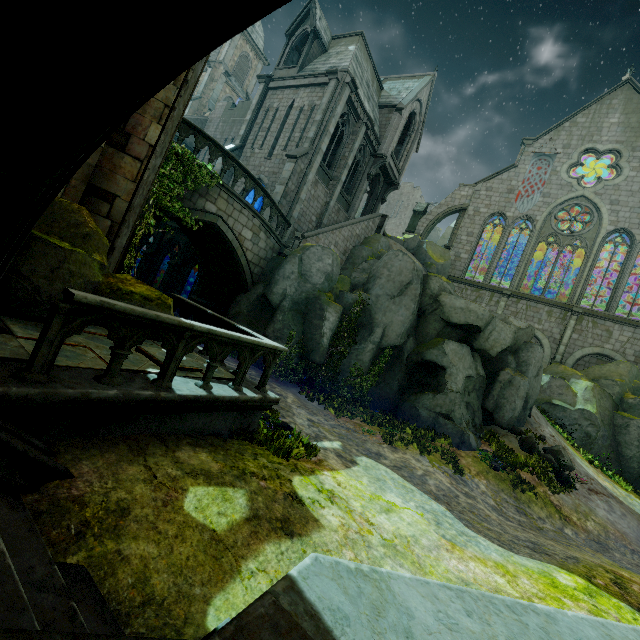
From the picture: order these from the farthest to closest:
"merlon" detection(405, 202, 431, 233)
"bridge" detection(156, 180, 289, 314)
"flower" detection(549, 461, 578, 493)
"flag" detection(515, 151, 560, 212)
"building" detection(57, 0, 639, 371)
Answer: "merlon" detection(405, 202, 431, 233) < "flag" detection(515, 151, 560, 212) < "flower" detection(549, 461, 578, 493) < "bridge" detection(156, 180, 289, 314) < "building" detection(57, 0, 639, 371)

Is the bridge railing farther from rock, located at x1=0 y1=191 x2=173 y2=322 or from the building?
rock, located at x1=0 y1=191 x2=173 y2=322

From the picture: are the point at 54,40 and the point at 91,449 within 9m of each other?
yes

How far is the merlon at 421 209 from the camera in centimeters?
3250cm

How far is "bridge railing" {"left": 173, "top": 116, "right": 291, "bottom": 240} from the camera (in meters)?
11.38

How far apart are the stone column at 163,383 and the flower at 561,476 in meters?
16.1

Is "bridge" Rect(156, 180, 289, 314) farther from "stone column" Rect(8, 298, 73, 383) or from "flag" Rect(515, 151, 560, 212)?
"flag" Rect(515, 151, 560, 212)

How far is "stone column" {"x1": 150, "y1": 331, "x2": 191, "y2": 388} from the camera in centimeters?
421cm
